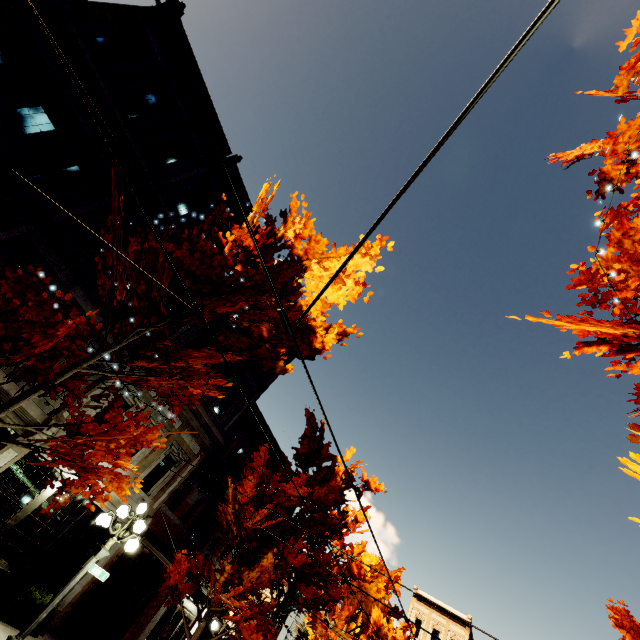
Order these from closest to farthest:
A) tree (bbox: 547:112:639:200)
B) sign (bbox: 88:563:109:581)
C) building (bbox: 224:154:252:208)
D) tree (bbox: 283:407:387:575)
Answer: tree (bbox: 547:112:639:200) < sign (bbox: 88:563:109:581) < tree (bbox: 283:407:387:575) < building (bbox: 224:154:252:208)

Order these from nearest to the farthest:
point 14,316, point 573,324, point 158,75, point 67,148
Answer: point 573,324, point 14,316, point 67,148, point 158,75

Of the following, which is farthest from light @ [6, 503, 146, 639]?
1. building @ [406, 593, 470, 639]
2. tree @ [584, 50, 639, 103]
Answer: building @ [406, 593, 470, 639]

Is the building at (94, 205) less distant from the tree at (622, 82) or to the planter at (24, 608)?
the planter at (24, 608)

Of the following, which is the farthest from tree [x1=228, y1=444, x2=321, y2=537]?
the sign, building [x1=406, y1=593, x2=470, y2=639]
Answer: the sign

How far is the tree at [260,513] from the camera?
10.7m

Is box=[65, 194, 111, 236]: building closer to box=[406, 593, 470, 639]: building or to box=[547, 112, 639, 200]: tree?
box=[547, 112, 639, 200]: tree

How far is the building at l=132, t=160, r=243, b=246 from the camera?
11.5 meters
